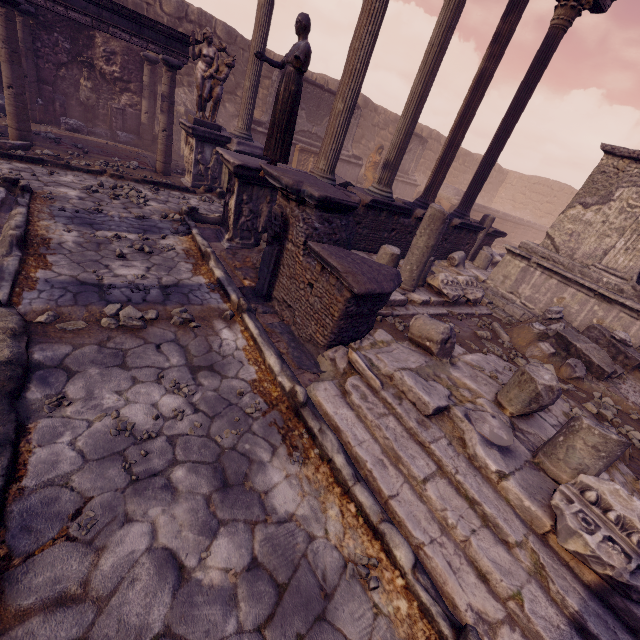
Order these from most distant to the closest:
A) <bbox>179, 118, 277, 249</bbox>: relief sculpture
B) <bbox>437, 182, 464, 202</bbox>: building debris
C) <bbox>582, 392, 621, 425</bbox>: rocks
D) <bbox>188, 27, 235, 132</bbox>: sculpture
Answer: <bbox>437, 182, 464, 202</bbox>: building debris, <bbox>188, 27, 235, 132</bbox>: sculpture, <bbox>179, 118, 277, 249</bbox>: relief sculpture, <bbox>582, 392, 621, 425</bbox>: rocks

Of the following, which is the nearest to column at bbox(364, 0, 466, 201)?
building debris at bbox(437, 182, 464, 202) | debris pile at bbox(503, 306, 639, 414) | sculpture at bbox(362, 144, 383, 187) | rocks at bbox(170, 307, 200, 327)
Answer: debris pile at bbox(503, 306, 639, 414)

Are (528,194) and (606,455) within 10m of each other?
no

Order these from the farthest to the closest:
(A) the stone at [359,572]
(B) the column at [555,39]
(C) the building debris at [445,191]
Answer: (C) the building debris at [445,191] → (B) the column at [555,39] → (A) the stone at [359,572]

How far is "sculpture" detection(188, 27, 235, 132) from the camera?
8.36m

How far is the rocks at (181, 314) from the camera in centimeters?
401cm

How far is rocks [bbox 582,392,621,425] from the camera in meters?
4.8 m

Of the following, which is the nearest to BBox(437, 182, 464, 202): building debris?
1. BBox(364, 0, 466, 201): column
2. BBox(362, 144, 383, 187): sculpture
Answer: BBox(362, 144, 383, 187): sculpture
